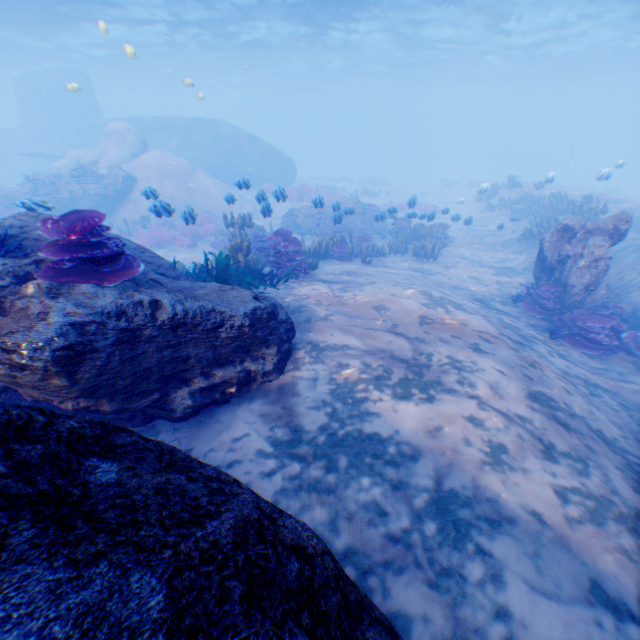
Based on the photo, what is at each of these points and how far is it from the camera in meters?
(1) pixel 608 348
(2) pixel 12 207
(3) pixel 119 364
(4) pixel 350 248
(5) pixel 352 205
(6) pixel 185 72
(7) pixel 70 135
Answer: (1) instancedfoliageactor, 7.8
(2) instancedfoliageactor, 16.8
(3) rock, 3.2
(4) instancedfoliageactor, 12.5
(5) rock, 18.5
(6) light, 41.3
(7) submarine, 31.7

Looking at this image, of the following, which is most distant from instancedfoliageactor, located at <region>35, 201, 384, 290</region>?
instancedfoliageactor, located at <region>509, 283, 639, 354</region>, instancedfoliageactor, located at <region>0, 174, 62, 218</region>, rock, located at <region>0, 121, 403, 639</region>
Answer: instancedfoliageactor, located at <region>509, 283, 639, 354</region>

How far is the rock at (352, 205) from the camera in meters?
13.0 m

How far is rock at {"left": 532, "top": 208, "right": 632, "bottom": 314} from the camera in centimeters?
827cm

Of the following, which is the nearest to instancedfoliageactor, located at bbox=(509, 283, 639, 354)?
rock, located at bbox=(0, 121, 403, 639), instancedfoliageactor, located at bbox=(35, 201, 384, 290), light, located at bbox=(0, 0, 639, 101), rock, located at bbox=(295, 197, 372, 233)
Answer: rock, located at bbox=(0, 121, 403, 639)

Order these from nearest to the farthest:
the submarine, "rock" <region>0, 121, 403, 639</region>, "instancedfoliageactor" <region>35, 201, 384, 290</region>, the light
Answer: "rock" <region>0, 121, 403, 639</region> → "instancedfoliageactor" <region>35, 201, 384, 290</region> → the light → the submarine

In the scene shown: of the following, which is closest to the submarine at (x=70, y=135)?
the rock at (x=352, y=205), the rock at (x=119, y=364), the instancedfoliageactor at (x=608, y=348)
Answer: the rock at (x=119, y=364)

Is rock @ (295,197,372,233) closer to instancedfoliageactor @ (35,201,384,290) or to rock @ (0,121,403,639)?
instancedfoliageactor @ (35,201,384,290)
